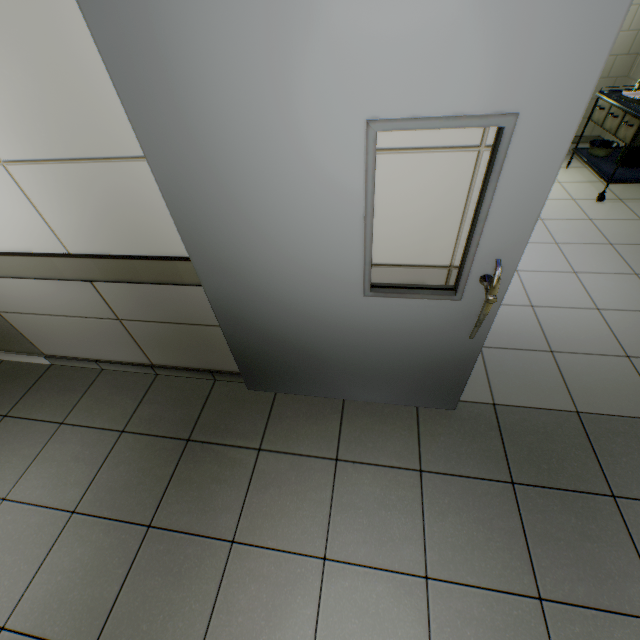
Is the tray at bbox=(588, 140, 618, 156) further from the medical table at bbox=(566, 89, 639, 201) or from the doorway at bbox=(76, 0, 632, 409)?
the doorway at bbox=(76, 0, 632, 409)

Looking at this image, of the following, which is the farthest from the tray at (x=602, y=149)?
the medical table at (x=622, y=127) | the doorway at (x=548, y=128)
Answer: the doorway at (x=548, y=128)

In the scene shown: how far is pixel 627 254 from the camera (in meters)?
3.13

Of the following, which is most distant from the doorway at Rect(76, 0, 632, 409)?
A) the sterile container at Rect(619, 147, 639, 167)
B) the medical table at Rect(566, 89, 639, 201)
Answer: the sterile container at Rect(619, 147, 639, 167)

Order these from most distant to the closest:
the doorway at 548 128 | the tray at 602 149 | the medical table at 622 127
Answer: the tray at 602 149
the medical table at 622 127
the doorway at 548 128

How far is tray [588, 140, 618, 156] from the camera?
4.0 meters
